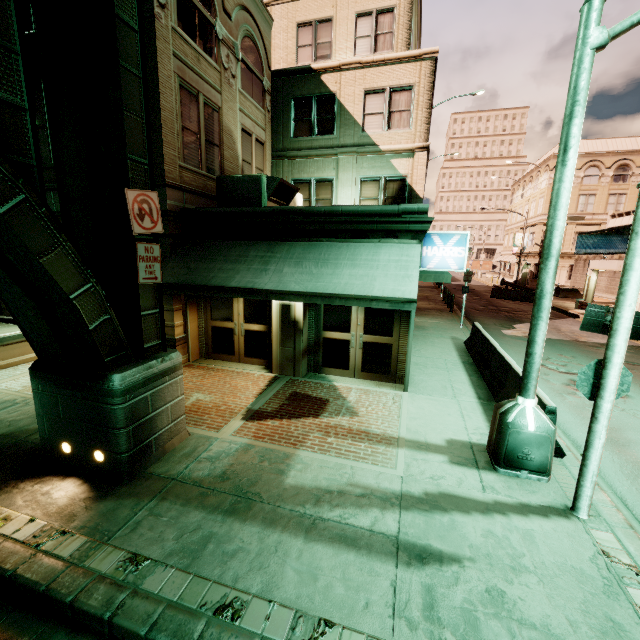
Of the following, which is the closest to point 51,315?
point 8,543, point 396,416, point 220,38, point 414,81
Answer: point 8,543

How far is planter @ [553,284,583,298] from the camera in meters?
31.6

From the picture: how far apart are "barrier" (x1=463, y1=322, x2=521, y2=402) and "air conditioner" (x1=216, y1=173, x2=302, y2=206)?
7.8 meters

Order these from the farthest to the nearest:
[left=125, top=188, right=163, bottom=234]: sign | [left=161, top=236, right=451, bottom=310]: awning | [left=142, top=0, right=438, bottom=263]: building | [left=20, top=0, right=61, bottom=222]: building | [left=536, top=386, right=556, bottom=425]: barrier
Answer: [left=20, top=0, right=61, bottom=222]: building
[left=142, top=0, right=438, bottom=263]: building
[left=161, top=236, right=451, bottom=310]: awning
[left=536, top=386, right=556, bottom=425]: barrier
[left=125, top=188, right=163, bottom=234]: sign

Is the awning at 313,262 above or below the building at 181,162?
below

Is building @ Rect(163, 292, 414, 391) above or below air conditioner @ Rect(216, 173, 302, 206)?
below

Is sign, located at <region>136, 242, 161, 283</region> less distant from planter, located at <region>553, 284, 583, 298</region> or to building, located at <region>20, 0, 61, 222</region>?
building, located at <region>20, 0, 61, 222</region>

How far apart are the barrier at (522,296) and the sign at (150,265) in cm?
3161
